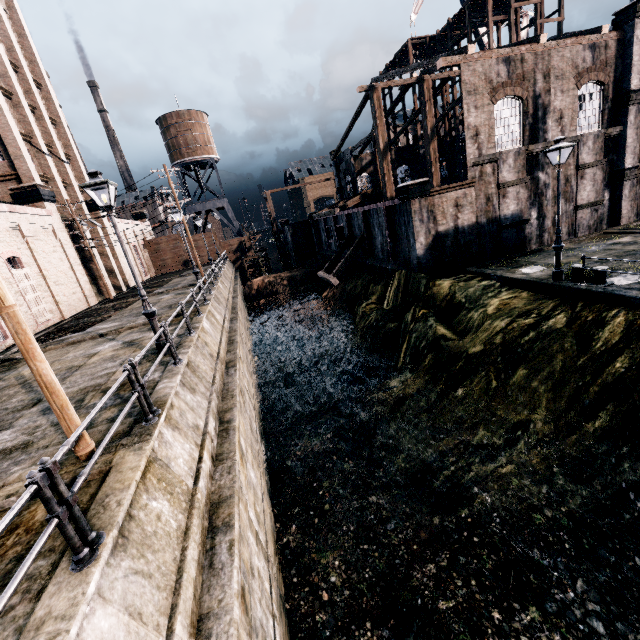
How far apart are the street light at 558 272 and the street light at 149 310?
16.2m

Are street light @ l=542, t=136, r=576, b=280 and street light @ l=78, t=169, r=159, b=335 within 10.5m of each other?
no

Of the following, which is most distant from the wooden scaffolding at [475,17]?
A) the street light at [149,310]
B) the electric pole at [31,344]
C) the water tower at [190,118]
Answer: the electric pole at [31,344]

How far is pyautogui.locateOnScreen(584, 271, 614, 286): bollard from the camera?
13.2 meters

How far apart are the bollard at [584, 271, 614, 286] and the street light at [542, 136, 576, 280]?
0.4m

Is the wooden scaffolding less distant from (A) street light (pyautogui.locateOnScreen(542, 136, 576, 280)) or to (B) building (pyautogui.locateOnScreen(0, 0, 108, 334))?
(A) street light (pyautogui.locateOnScreen(542, 136, 576, 280))

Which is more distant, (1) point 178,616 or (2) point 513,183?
(2) point 513,183

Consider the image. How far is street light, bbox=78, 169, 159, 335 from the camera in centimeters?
911cm
